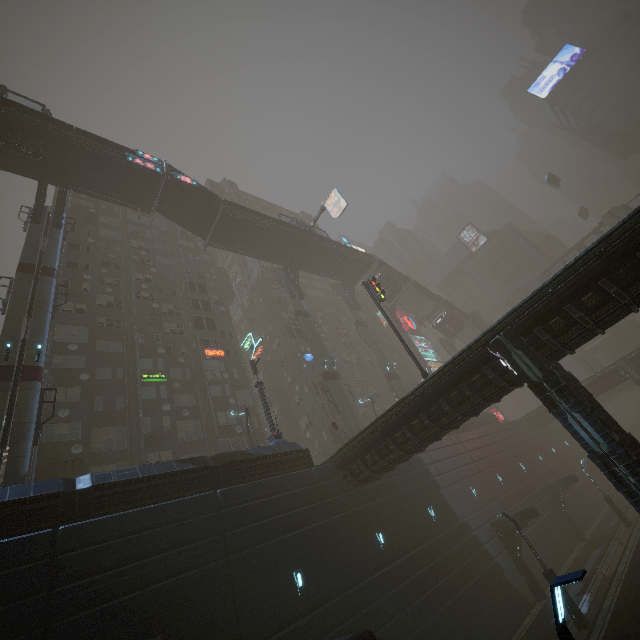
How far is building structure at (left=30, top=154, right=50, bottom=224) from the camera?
25.9 meters

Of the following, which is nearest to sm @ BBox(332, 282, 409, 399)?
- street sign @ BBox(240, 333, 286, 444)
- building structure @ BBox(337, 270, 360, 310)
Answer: building structure @ BBox(337, 270, 360, 310)

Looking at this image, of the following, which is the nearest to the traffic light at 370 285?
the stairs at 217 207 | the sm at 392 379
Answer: the stairs at 217 207

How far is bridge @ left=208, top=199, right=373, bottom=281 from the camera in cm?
3494

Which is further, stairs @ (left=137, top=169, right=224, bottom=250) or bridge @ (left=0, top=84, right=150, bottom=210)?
stairs @ (left=137, top=169, right=224, bottom=250)

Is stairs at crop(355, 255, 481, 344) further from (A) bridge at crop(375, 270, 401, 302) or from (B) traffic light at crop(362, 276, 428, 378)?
(B) traffic light at crop(362, 276, 428, 378)

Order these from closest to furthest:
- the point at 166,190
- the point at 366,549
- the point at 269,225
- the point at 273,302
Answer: the point at 366,549, the point at 166,190, the point at 269,225, the point at 273,302

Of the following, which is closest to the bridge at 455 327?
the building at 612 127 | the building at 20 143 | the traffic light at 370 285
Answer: the traffic light at 370 285
